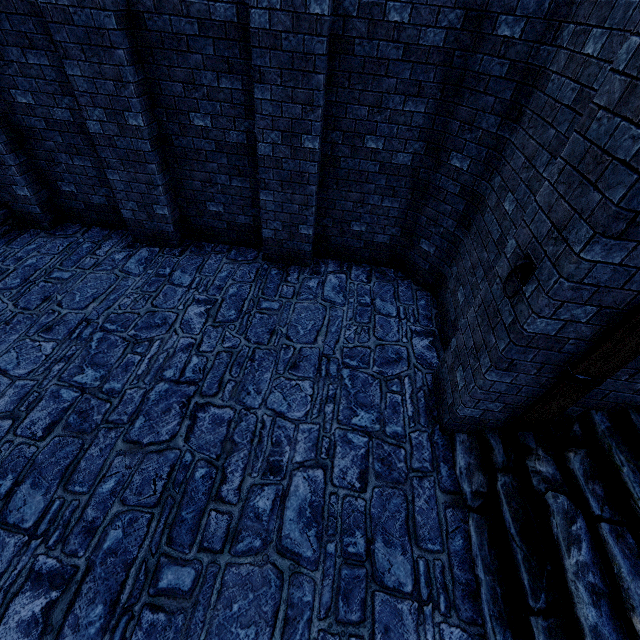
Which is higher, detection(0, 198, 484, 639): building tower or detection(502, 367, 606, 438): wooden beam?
detection(502, 367, 606, 438): wooden beam

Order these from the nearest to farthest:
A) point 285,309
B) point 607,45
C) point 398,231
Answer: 1. point 607,45
2. point 285,309
3. point 398,231

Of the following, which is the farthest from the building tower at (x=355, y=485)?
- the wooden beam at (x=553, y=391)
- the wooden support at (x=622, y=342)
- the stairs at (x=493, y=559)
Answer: the wooden support at (x=622, y=342)

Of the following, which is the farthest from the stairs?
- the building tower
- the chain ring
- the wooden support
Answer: the chain ring

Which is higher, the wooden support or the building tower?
the wooden support

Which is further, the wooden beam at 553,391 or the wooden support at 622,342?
the wooden beam at 553,391

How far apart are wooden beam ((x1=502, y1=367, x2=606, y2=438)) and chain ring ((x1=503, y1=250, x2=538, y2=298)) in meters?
0.9

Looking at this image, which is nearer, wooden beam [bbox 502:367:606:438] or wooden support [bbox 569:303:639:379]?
wooden support [bbox 569:303:639:379]
